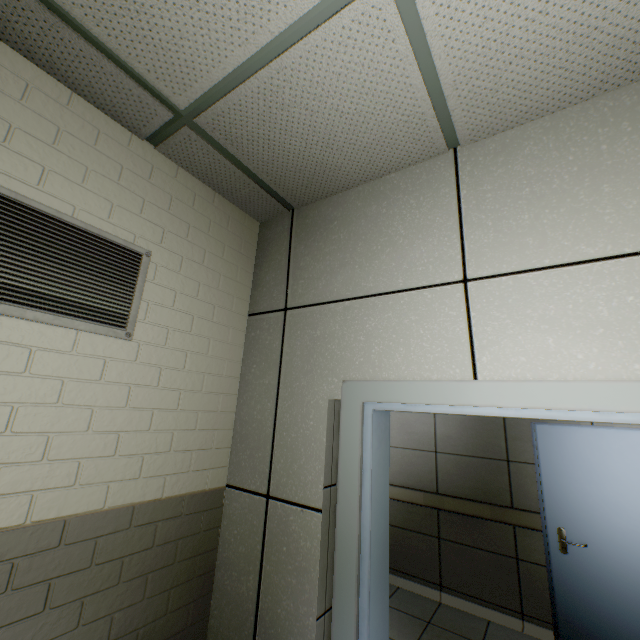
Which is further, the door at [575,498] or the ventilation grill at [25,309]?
the door at [575,498]

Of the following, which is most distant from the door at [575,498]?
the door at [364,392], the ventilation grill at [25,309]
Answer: the ventilation grill at [25,309]

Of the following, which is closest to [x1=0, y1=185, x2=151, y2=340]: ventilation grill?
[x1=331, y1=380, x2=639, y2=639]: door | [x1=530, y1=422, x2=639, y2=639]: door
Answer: [x1=331, y1=380, x2=639, y2=639]: door

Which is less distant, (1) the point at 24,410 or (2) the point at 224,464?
(1) the point at 24,410

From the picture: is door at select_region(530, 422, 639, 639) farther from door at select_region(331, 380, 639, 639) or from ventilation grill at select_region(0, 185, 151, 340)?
ventilation grill at select_region(0, 185, 151, 340)

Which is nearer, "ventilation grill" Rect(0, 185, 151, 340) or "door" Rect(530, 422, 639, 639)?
"ventilation grill" Rect(0, 185, 151, 340)
